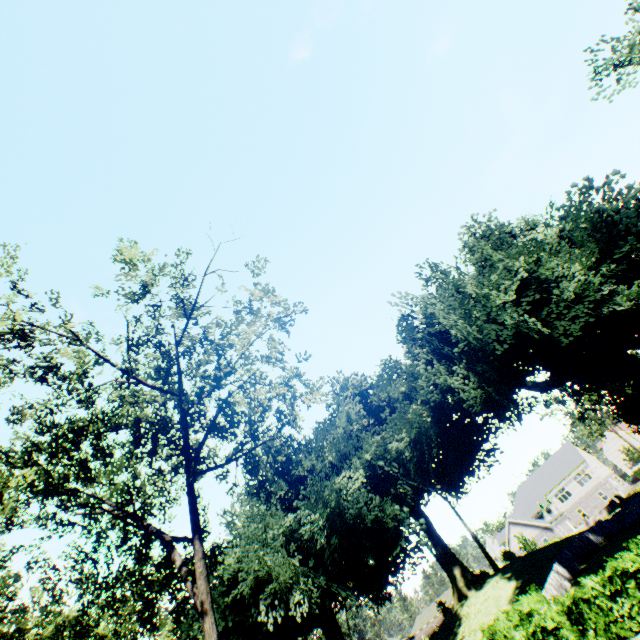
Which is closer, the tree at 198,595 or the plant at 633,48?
the tree at 198,595

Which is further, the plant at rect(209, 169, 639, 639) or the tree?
the plant at rect(209, 169, 639, 639)

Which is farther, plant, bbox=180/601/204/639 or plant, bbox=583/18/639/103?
plant, bbox=180/601/204/639

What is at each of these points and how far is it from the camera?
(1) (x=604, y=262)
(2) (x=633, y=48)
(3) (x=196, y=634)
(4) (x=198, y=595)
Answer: (1) plant, 21.78m
(2) plant, 20.55m
(3) plant, 29.78m
(4) tree, 12.81m

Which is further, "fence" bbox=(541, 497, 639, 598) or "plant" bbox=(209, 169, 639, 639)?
"fence" bbox=(541, 497, 639, 598)

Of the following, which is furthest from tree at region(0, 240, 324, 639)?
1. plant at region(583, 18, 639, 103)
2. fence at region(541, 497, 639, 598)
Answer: plant at region(583, 18, 639, 103)

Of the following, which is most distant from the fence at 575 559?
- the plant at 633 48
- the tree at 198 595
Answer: the tree at 198 595
